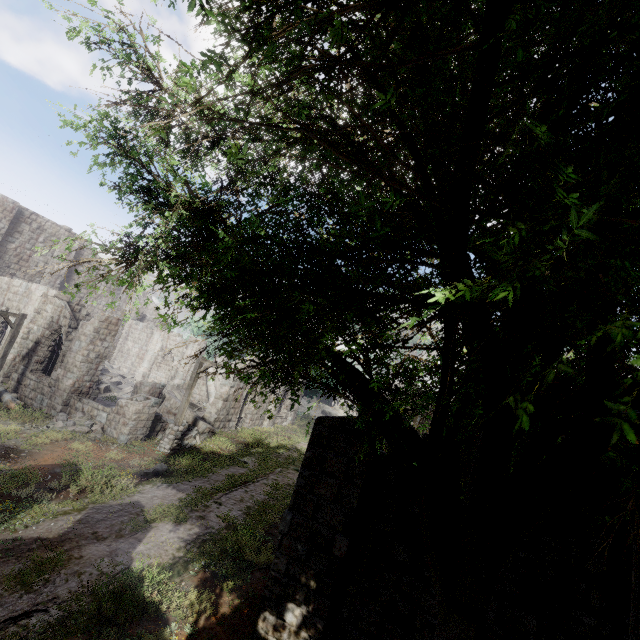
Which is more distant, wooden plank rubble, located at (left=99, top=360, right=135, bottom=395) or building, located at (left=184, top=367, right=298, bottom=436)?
wooden plank rubble, located at (left=99, top=360, right=135, bottom=395)

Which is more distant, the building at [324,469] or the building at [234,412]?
the building at [234,412]

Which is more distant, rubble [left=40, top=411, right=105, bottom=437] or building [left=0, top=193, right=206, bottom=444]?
building [left=0, top=193, right=206, bottom=444]

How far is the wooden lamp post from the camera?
15.4m

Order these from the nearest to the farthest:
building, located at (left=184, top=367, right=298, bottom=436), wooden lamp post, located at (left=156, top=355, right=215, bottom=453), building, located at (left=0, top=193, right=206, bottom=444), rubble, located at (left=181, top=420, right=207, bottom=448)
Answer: wooden lamp post, located at (left=156, top=355, right=215, bottom=453) → building, located at (left=0, top=193, right=206, bottom=444) → rubble, located at (left=181, top=420, right=207, bottom=448) → building, located at (left=184, top=367, right=298, bottom=436)

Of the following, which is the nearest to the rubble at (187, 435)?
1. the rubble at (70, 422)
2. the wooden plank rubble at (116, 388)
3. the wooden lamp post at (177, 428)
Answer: the wooden lamp post at (177, 428)

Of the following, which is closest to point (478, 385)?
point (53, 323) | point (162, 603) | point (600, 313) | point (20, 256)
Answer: point (600, 313)

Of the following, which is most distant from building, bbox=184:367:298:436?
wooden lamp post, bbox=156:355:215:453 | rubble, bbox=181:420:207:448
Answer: wooden lamp post, bbox=156:355:215:453
